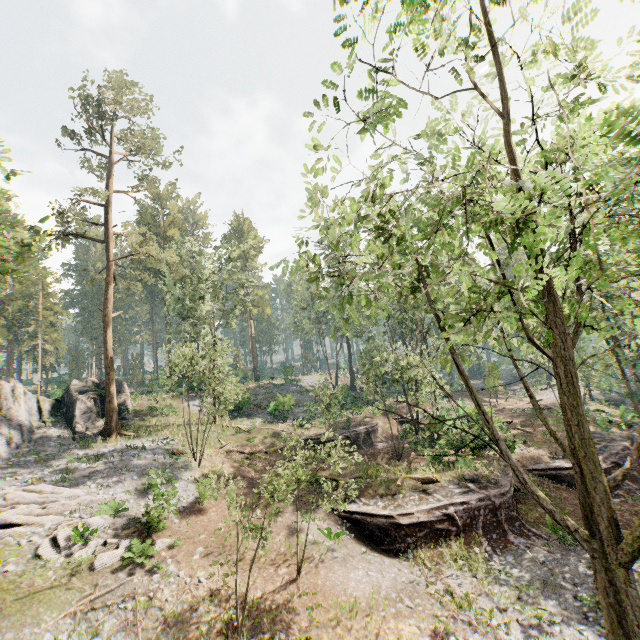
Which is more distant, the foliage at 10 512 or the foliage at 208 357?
the foliage at 208 357

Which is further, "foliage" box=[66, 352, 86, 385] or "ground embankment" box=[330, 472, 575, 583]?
"foliage" box=[66, 352, 86, 385]

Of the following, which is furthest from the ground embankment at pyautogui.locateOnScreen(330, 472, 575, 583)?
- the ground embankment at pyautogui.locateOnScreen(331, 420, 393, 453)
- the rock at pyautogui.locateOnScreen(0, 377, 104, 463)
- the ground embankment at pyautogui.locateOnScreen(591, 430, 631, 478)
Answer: the rock at pyautogui.locateOnScreen(0, 377, 104, 463)

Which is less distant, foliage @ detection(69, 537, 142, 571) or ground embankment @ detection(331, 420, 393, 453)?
foliage @ detection(69, 537, 142, 571)

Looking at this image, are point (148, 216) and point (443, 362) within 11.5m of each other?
no

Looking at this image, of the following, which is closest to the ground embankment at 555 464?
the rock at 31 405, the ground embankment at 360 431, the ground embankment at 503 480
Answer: the ground embankment at 503 480

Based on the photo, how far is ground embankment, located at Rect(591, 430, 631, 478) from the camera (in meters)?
22.02

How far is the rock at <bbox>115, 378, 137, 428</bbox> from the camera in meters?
29.6 m
